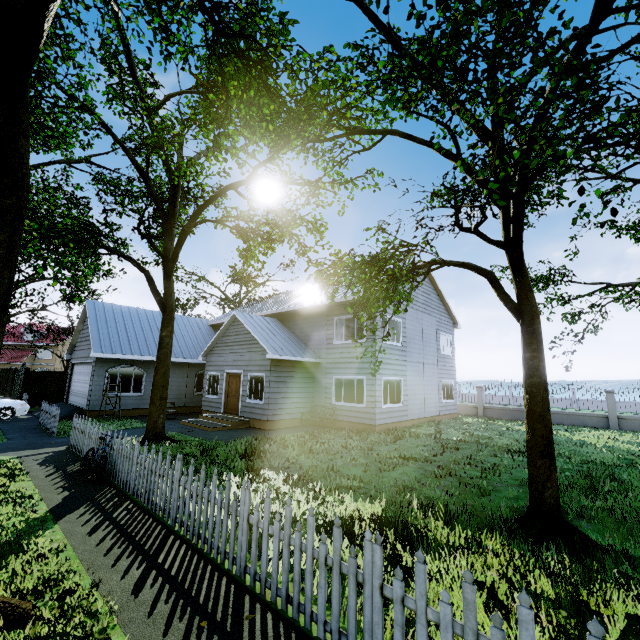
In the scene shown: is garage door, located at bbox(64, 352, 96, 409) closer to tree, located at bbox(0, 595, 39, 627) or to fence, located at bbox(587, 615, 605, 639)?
tree, located at bbox(0, 595, 39, 627)

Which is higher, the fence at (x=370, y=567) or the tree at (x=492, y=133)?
the tree at (x=492, y=133)

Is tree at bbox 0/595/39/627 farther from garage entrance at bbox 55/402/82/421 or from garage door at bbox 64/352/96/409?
garage entrance at bbox 55/402/82/421

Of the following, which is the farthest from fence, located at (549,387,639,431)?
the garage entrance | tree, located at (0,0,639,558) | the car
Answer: the car

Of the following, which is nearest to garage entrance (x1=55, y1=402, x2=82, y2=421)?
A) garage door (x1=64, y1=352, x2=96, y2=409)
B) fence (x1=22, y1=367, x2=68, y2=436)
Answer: garage door (x1=64, y1=352, x2=96, y2=409)

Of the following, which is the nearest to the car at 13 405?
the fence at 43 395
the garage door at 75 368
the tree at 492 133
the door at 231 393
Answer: the garage door at 75 368

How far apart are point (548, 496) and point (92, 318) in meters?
21.4

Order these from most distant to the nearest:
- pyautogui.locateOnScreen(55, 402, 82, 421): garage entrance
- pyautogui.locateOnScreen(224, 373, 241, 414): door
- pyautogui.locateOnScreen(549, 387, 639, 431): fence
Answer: pyautogui.locateOnScreen(549, 387, 639, 431): fence
pyautogui.locateOnScreen(224, 373, 241, 414): door
pyautogui.locateOnScreen(55, 402, 82, 421): garage entrance
